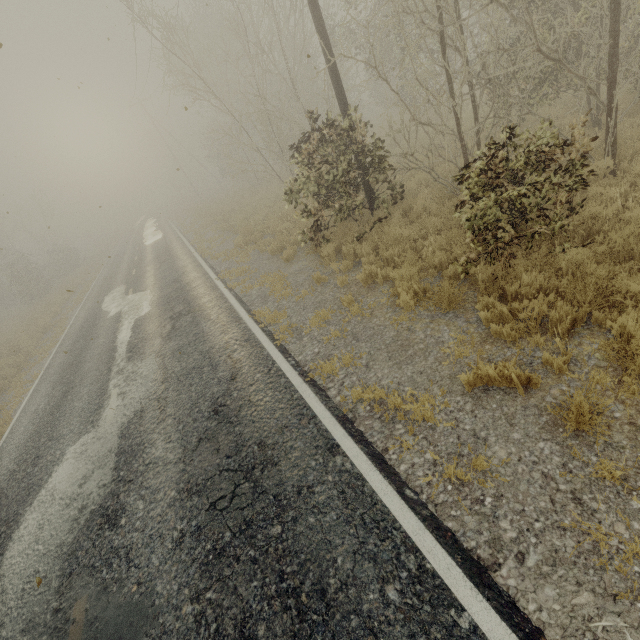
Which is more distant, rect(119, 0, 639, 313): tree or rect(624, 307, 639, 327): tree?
rect(119, 0, 639, 313): tree

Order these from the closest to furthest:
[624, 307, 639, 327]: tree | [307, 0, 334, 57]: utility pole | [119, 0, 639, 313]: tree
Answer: [624, 307, 639, 327]: tree, [119, 0, 639, 313]: tree, [307, 0, 334, 57]: utility pole

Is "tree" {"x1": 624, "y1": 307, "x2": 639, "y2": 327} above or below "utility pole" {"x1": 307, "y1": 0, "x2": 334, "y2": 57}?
below

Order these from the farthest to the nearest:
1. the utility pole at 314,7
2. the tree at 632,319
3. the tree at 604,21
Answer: the utility pole at 314,7
the tree at 604,21
the tree at 632,319

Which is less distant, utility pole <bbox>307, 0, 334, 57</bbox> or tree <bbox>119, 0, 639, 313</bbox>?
A: tree <bbox>119, 0, 639, 313</bbox>

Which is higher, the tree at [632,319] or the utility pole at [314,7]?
the utility pole at [314,7]

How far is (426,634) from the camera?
2.49m
